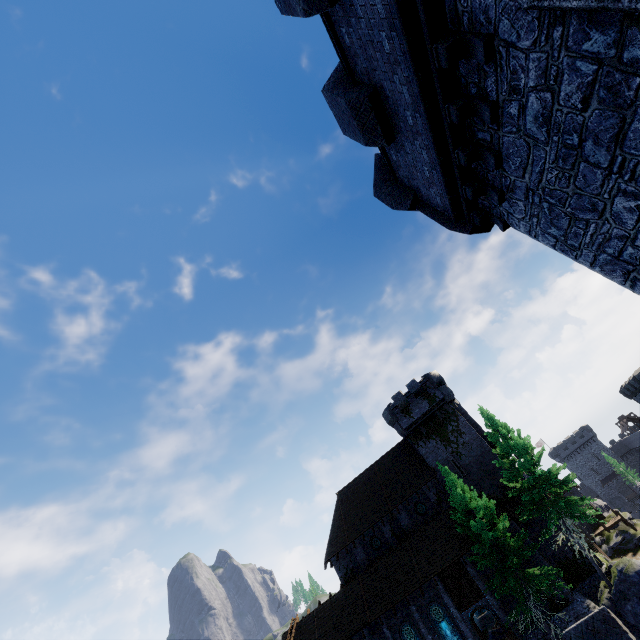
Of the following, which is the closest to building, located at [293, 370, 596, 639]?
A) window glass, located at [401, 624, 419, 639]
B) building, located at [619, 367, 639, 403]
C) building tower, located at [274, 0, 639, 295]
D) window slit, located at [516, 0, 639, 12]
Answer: window glass, located at [401, 624, 419, 639]

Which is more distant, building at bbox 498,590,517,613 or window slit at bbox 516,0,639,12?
building at bbox 498,590,517,613

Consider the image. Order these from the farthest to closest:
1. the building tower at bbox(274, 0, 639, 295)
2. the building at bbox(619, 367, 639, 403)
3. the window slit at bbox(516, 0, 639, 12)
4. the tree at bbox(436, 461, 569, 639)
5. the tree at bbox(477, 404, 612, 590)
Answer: the building at bbox(619, 367, 639, 403), the tree at bbox(477, 404, 612, 590), the tree at bbox(436, 461, 569, 639), the building tower at bbox(274, 0, 639, 295), the window slit at bbox(516, 0, 639, 12)

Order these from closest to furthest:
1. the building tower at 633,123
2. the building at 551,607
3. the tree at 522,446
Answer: the building tower at 633,123
the tree at 522,446
the building at 551,607

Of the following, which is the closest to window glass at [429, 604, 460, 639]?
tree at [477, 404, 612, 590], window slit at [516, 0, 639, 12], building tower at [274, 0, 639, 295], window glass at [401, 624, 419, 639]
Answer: window glass at [401, 624, 419, 639]

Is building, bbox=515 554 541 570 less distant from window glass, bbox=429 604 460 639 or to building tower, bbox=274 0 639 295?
window glass, bbox=429 604 460 639

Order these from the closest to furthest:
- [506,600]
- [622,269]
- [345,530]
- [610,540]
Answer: [622,269]
[506,600]
[345,530]
[610,540]

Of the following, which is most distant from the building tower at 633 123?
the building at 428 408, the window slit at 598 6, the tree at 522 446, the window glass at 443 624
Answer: the window glass at 443 624
